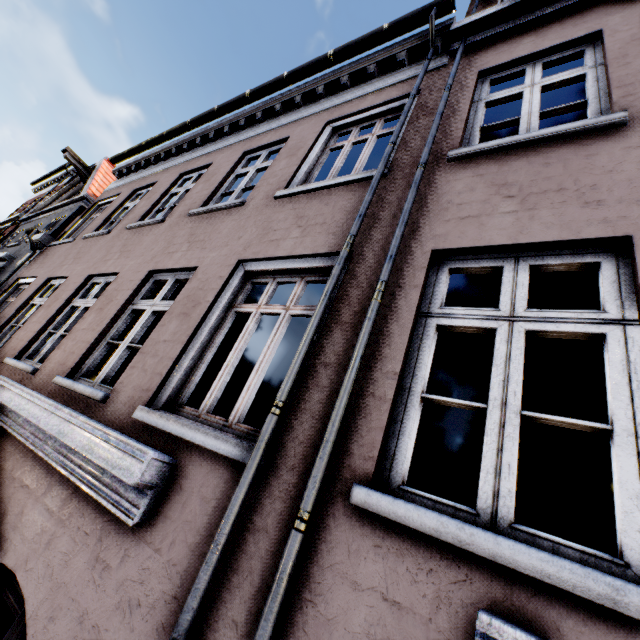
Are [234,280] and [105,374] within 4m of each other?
yes
